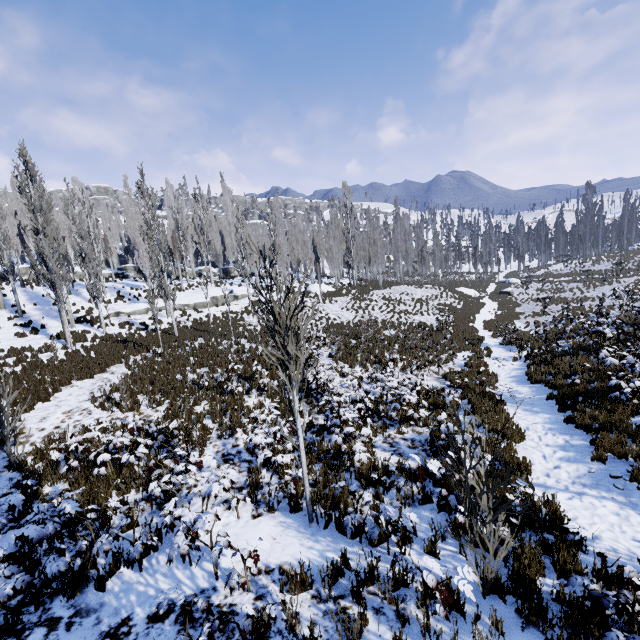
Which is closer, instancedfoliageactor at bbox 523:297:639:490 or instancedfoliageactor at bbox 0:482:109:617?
instancedfoliageactor at bbox 0:482:109:617

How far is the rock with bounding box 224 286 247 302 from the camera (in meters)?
30.41

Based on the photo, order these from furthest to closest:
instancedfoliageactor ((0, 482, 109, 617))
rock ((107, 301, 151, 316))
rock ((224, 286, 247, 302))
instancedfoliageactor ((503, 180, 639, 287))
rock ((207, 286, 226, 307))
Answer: instancedfoliageactor ((503, 180, 639, 287))
rock ((224, 286, 247, 302))
rock ((207, 286, 226, 307))
rock ((107, 301, 151, 316))
instancedfoliageactor ((0, 482, 109, 617))

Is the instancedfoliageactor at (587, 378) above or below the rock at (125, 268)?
below

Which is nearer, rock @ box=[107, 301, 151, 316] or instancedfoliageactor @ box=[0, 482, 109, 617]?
instancedfoliageactor @ box=[0, 482, 109, 617]

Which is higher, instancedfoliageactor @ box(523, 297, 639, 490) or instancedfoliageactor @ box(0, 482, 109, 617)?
instancedfoliageactor @ box(0, 482, 109, 617)

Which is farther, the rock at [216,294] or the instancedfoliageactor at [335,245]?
the rock at [216,294]

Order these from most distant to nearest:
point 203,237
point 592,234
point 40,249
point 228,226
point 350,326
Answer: point 592,234, point 228,226, point 203,237, point 350,326, point 40,249
